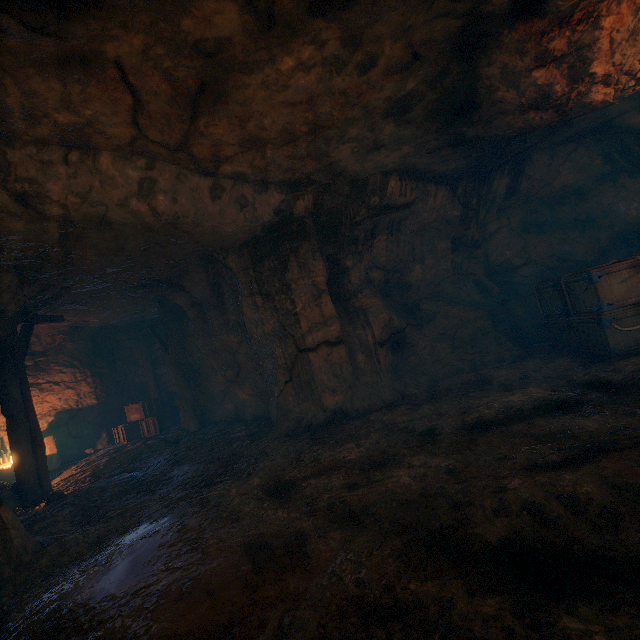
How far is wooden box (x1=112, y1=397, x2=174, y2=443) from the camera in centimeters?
1143cm

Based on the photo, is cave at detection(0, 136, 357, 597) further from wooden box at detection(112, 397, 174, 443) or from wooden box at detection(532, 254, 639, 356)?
wooden box at detection(532, 254, 639, 356)

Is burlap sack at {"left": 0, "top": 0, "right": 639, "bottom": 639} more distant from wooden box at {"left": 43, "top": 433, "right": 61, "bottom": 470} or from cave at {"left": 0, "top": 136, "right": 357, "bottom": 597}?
wooden box at {"left": 43, "top": 433, "right": 61, "bottom": 470}

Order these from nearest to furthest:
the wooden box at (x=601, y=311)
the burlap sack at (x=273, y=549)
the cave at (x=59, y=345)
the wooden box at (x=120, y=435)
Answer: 1. the burlap sack at (x=273, y=549)
2. the cave at (x=59, y=345)
3. the wooden box at (x=601, y=311)
4. the wooden box at (x=120, y=435)

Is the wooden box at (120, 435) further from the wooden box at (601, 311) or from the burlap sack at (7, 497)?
the wooden box at (601, 311)

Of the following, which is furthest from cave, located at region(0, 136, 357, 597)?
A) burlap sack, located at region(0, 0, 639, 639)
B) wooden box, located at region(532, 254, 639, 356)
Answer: wooden box, located at region(532, 254, 639, 356)

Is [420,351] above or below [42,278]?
below

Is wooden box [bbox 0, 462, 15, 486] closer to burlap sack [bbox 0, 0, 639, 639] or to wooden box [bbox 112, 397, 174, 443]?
wooden box [bbox 112, 397, 174, 443]
